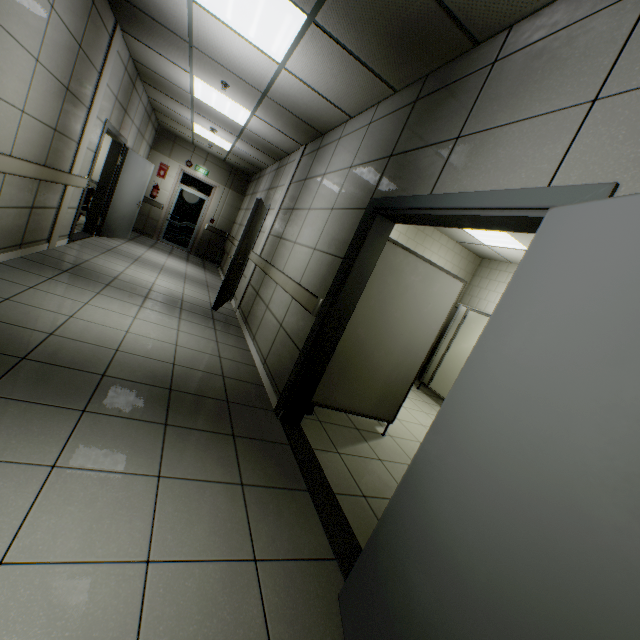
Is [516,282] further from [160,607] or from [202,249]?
[202,249]

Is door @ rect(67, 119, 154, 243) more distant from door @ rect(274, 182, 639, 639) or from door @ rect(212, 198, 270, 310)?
door @ rect(274, 182, 639, 639)

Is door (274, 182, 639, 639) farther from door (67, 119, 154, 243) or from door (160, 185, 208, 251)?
door (160, 185, 208, 251)

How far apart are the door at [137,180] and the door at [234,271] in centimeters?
264cm

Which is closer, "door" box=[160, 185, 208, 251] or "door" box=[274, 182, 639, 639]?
"door" box=[274, 182, 639, 639]

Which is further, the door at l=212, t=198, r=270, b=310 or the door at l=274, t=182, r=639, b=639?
the door at l=212, t=198, r=270, b=310

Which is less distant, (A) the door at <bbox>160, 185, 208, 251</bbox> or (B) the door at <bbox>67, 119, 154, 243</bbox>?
(B) the door at <bbox>67, 119, 154, 243</bbox>

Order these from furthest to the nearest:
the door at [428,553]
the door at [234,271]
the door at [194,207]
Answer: the door at [194,207] < the door at [234,271] < the door at [428,553]
